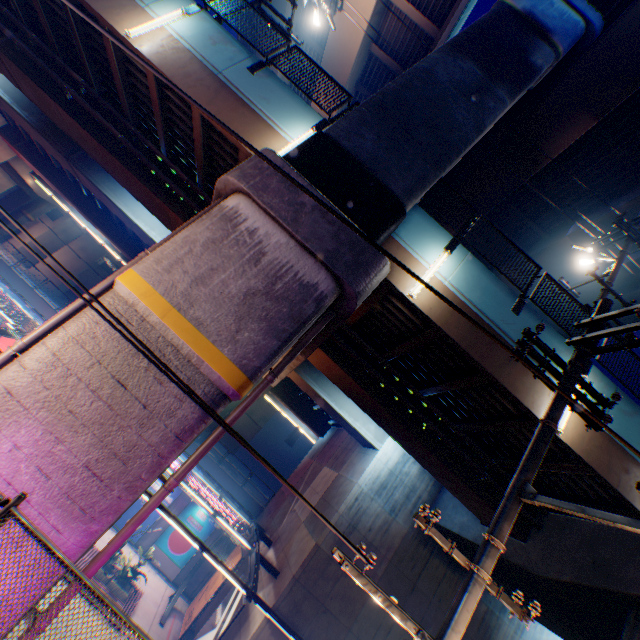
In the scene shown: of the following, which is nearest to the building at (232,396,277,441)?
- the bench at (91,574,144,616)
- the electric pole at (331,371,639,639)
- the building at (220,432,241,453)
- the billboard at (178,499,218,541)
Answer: the building at (220,432,241,453)

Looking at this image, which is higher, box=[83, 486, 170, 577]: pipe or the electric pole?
the electric pole

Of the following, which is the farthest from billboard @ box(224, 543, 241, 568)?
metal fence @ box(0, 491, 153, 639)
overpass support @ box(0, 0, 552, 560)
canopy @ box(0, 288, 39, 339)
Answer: overpass support @ box(0, 0, 552, 560)

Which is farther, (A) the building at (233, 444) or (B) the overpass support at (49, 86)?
(A) the building at (233, 444)

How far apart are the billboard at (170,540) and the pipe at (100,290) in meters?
Result: 21.3

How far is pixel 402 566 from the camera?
14.5m

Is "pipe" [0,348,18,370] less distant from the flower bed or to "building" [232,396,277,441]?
the flower bed

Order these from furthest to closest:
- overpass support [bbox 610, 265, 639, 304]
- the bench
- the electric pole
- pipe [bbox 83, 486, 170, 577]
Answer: overpass support [bbox 610, 265, 639, 304] < the bench < pipe [bbox 83, 486, 170, 577] < the electric pole
